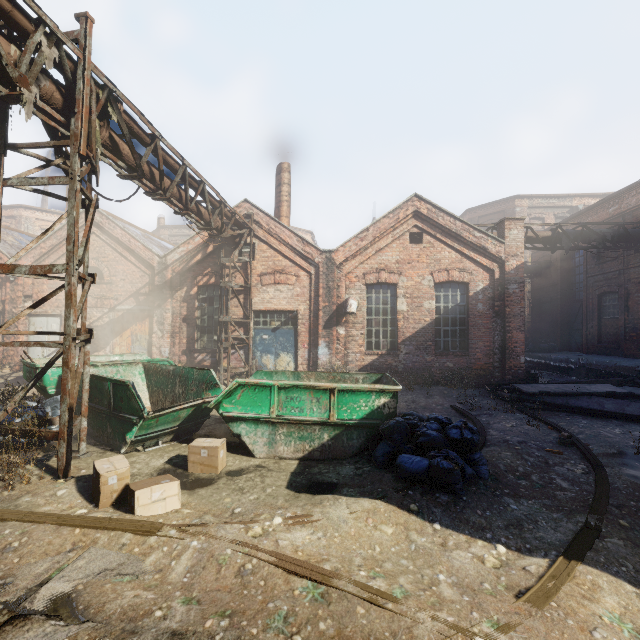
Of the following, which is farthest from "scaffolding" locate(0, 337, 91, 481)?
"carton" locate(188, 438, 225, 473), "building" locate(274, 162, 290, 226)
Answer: "building" locate(274, 162, 290, 226)

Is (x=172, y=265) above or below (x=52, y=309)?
above

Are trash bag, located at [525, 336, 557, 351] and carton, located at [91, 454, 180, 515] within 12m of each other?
no

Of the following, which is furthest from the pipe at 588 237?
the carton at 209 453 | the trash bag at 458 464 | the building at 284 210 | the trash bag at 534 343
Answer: the carton at 209 453

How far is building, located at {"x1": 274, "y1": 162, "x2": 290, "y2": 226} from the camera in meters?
15.5 m

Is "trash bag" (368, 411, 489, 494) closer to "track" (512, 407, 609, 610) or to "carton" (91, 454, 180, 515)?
"track" (512, 407, 609, 610)

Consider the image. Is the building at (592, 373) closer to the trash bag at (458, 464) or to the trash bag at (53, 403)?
the trash bag at (458, 464)

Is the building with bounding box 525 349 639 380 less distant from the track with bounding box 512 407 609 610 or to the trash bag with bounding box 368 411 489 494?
the track with bounding box 512 407 609 610
